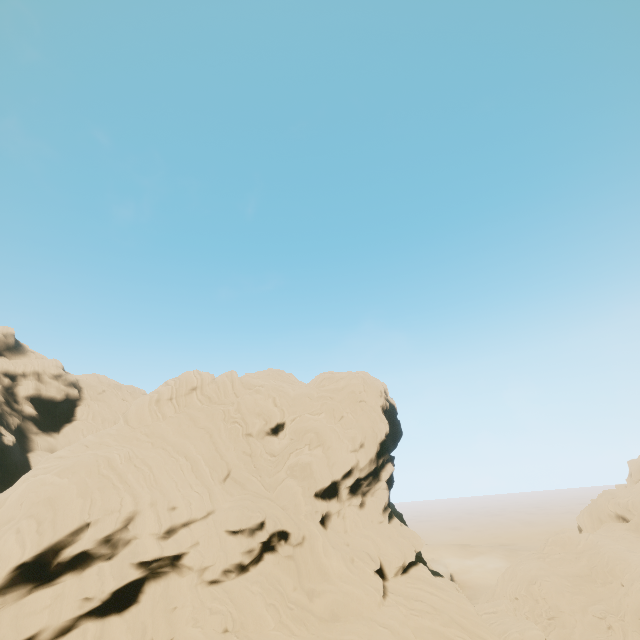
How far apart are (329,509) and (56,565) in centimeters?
2193cm
